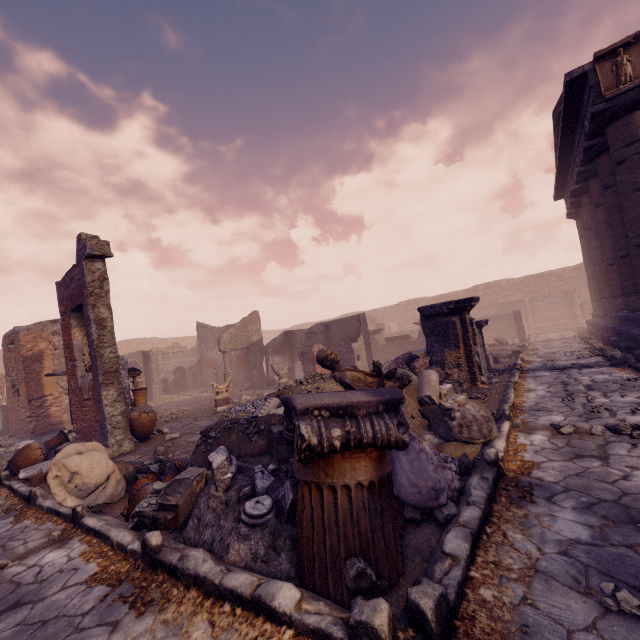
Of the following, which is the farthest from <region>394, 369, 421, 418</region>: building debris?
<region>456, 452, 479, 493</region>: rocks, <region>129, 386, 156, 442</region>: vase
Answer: <region>129, 386, 156, 442</region>: vase

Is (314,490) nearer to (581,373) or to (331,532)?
(331,532)

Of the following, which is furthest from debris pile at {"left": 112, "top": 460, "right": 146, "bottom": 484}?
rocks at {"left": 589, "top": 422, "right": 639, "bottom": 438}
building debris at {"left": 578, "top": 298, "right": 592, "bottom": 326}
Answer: building debris at {"left": 578, "top": 298, "right": 592, "bottom": 326}

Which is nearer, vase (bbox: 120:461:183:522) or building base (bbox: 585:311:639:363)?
vase (bbox: 120:461:183:522)

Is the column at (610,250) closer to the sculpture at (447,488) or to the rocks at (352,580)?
the sculpture at (447,488)

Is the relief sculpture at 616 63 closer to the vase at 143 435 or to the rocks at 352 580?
the rocks at 352 580

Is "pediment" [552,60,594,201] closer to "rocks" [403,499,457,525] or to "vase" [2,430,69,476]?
"rocks" [403,499,457,525]

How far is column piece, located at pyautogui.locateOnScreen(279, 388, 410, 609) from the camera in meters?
2.2
